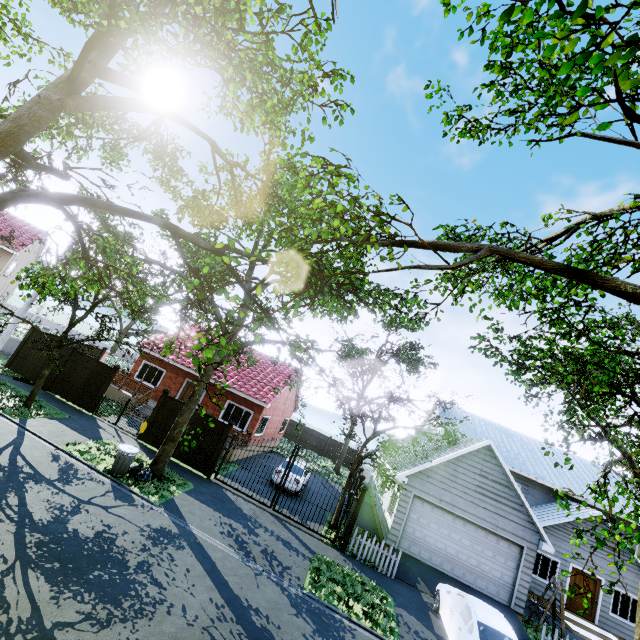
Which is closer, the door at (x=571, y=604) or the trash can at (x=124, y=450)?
the trash can at (x=124, y=450)

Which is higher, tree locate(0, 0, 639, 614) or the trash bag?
tree locate(0, 0, 639, 614)

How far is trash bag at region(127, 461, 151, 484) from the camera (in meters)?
11.48

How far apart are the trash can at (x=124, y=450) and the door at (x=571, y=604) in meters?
23.0 m

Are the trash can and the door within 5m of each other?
no

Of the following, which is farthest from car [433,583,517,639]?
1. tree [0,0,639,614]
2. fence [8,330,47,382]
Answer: → tree [0,0,639,614]

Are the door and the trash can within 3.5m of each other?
no

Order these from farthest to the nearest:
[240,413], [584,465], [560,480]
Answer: [584,465] → [560,480] → [240,413]
